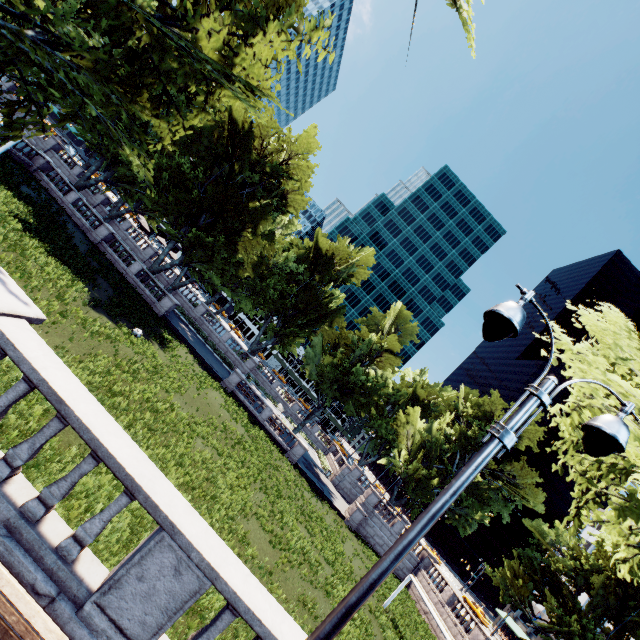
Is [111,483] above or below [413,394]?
below

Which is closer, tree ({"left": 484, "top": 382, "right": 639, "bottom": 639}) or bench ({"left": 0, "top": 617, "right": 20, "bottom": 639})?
bench ({"left": 0, "top": 617, "right": 20, "bottom": 639})

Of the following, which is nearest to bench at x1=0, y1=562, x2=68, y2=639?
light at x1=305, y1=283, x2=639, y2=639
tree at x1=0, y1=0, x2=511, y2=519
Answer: light at x1=305, y1=283, x2=639, y2=639

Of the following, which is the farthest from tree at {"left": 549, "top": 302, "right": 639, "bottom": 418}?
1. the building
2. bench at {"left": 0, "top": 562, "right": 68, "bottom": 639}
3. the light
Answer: bench at {"left": 0, "top": 562, "right": 68, "bottom": 639}

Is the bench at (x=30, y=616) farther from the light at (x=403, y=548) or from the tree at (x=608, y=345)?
the tree at (x=608, y=345)

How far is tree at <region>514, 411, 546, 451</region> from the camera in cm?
4303

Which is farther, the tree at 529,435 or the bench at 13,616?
the tree at 529,435
